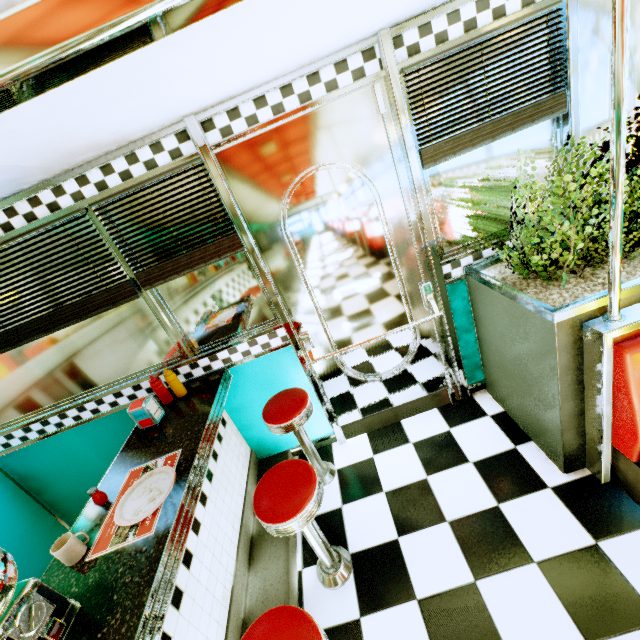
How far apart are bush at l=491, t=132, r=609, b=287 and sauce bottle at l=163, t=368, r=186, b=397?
2.4m

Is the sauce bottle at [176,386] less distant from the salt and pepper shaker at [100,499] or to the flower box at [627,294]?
the salt and pepper shaker at [100,499]

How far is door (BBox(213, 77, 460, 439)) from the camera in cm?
194

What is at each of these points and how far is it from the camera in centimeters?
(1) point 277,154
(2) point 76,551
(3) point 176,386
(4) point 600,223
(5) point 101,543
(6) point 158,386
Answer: (1) door, 196cm
(2) coffee cup, 136cm
(3) sauce bottle, 227cm
(4) bush, 178cm
(5) placemat, 140cm
(6) sauce bottle, 223cm

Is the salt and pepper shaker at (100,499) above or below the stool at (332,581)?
above

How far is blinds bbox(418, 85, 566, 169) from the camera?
1.9 meters

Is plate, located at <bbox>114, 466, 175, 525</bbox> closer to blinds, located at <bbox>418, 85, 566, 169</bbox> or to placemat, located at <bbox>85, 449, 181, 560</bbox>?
placemat, located at <bbox>85, 449, 181, 560</bbox>

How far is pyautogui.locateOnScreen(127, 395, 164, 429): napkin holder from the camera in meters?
2.0 m
